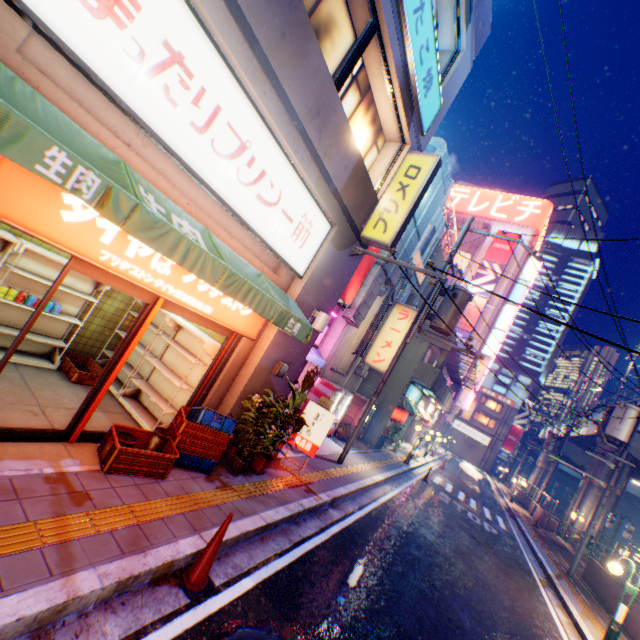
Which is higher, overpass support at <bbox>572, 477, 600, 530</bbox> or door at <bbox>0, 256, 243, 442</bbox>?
overpass support at <bbox>572, 477, 600, 530</bbox>

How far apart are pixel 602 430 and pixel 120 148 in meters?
20.6

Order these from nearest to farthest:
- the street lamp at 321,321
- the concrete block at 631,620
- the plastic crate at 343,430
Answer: the street lamp at 321,321 → the concrete block at 631,620 → the plastic crate at 343,430

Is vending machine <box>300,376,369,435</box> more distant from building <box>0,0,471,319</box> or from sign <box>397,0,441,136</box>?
sign <box>397,0,441,136</box>

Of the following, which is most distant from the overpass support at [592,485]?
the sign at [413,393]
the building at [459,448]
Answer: the sign at [413,393]

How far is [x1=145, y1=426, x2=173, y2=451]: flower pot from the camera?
5.0m

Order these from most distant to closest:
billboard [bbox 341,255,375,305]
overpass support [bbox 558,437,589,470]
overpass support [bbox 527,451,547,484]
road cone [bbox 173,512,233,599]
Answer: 1. overpass support [bbox 527,451,547,484]
2. overpass support [bbox 558,437,589,470]
3. billboard [bbox 341,255,375,305]
4. road cone [bbox 173,512,233,599]

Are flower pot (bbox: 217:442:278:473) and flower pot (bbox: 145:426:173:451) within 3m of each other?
yes
